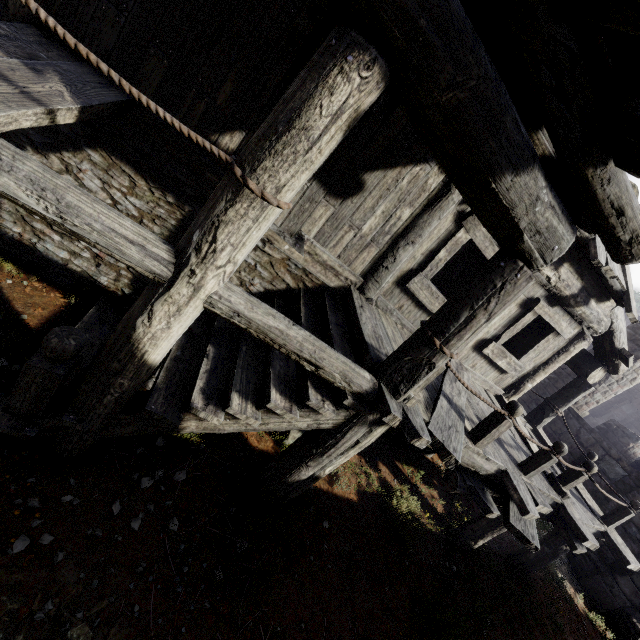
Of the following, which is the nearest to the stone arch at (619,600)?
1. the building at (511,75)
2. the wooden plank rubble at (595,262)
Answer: the building at (511,75)

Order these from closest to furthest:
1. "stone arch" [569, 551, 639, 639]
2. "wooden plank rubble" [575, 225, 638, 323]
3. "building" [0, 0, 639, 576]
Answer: "building" [0, 0, 639, 576]
"wooden plank rubble" [575, 225, 638, 323]
"stone arch" [569, 551, 639, 639]

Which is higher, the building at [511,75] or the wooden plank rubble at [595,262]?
the wooden plank rubble at [595,262]

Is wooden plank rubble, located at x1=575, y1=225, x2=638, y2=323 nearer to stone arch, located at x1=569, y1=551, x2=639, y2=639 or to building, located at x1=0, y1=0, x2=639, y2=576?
building, located at x1=0, y1=0, x2=639, y2=576

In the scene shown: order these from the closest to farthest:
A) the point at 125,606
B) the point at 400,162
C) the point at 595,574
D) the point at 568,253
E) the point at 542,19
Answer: the point at 542,19
the point at 125,606
the point at 400,162
the point at 568,253
the point at 595,574

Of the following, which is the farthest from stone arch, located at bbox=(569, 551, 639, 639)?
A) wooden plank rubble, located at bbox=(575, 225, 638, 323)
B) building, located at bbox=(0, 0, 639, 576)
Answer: wooden plank rubble, located at bbox=(575, 225, 638, 323)
